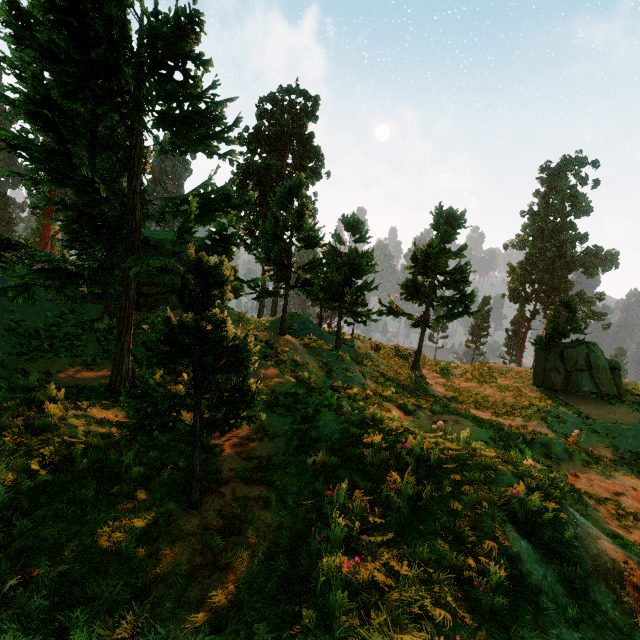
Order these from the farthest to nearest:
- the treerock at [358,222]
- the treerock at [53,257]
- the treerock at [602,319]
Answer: the treerock at [602,319]
the treerock at [358,222]
the treerock at [53,257]

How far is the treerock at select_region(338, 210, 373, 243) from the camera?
14.0m

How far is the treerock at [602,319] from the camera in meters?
20.6

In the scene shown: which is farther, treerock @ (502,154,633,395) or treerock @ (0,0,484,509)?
treerock @ (502,154,633,395)

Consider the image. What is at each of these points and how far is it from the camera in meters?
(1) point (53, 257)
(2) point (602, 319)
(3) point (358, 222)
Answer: (1) treerock, 6.1
(2) treerock, 51.2
(3) treerock, 14.2

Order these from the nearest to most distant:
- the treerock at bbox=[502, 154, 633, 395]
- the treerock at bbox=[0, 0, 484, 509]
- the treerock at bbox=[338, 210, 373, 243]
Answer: the treerock at bbox=[0, 0, 484, 509], the treerock at bbox=[338, 210, 373, 243], the treerock at bbox=[502, 154, 633, 395]
